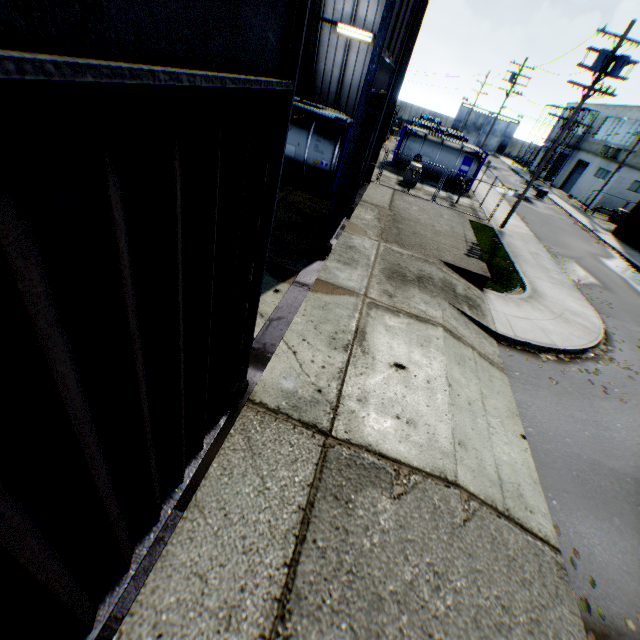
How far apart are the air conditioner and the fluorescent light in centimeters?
3625cm

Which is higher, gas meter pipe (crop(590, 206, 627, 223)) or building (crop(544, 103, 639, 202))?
building (crop(544, 103, 639, 202))

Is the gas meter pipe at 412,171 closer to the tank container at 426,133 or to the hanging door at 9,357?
the tank container at 426,133

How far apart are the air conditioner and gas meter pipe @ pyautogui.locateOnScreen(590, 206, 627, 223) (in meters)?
5.77

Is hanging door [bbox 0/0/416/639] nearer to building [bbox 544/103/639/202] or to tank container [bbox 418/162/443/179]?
tank container [bbox 418/162/443/179]

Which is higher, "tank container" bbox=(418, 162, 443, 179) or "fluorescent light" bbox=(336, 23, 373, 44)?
"fluorescent light" bbox=(336, 23, 373, 44)

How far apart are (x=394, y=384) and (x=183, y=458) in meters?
4.2 m

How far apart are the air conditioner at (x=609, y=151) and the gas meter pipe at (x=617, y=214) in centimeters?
577cm
